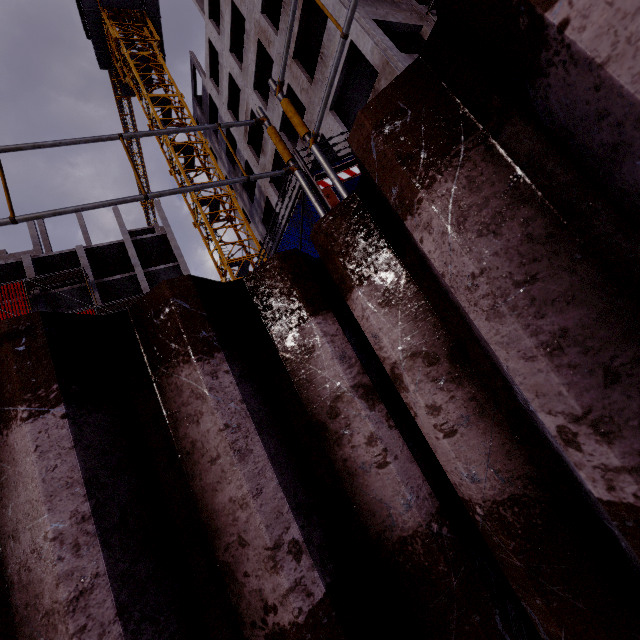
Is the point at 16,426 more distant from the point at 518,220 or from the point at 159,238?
the point at 159,238

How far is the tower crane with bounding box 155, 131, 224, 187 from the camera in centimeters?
2114cm

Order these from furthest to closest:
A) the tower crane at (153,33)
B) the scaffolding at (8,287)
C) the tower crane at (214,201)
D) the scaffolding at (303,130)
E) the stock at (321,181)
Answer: the scaffolding at (8,287) → the tower crane at (153,33) → the tower crane at (214,201) → the stock at (321,181) → the scaffolding at (303,130)

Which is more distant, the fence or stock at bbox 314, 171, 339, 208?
the fence

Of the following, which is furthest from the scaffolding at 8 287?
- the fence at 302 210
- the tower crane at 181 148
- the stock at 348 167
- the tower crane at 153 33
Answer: the tower crane at 153 33

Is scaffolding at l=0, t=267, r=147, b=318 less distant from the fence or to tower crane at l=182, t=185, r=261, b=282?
the fence

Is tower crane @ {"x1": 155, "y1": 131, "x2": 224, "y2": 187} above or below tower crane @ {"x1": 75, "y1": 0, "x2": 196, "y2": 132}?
below

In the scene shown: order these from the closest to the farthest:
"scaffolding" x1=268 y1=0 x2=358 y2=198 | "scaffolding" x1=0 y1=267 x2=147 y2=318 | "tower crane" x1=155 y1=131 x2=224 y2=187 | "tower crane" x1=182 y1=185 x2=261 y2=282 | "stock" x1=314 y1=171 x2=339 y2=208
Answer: "scaffolding" x1=268 y1=0 x2=358 y2=198 < "stock" x1=314 y1=171 x2=339 y2=208 < "tower crane" x1=182 y1=185 x2=261 y2=282 < "tower crane" x1=155 y1=131 x2=224 y2=187 < "scaffolding" x1=0 y1=267 x2=147 y2=318
